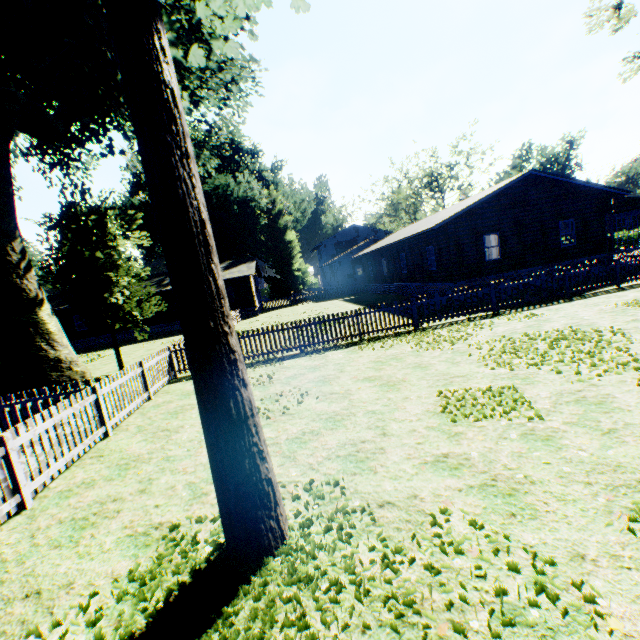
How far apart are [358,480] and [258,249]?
54.08m

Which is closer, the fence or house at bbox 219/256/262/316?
the fence

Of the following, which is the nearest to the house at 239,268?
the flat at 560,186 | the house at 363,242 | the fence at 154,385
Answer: the fence at 154,385

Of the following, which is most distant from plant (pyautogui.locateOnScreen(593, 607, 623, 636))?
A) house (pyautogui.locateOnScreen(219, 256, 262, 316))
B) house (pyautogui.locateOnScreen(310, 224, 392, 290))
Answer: house (pyautogui.locateOnScreen(310, 224, 392, 290))

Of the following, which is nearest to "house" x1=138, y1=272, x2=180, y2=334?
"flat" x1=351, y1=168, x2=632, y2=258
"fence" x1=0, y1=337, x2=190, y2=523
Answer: "fence" x1=0, y1=337, x2=190, y2=523

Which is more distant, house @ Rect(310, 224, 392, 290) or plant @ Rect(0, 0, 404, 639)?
house @ Rect(310, 224, 392, 290)

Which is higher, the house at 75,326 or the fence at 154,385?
the house at 75,326

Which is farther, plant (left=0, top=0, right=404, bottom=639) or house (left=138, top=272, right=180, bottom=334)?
house (left=138, top=272, right=180, bottom=334)
